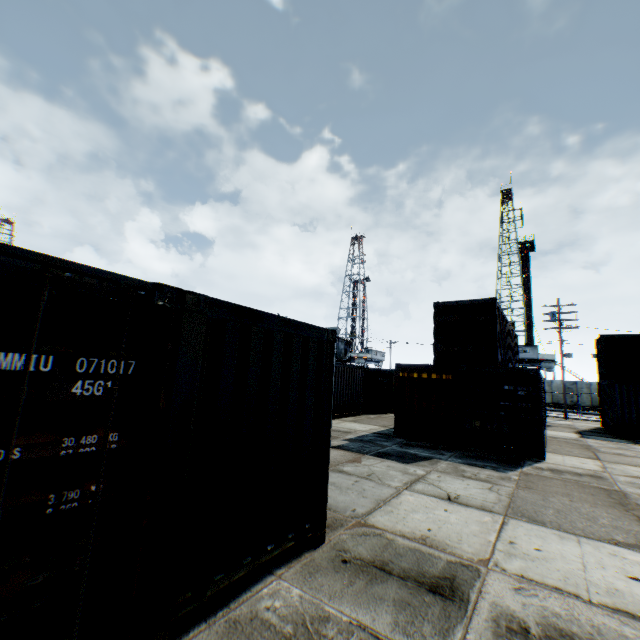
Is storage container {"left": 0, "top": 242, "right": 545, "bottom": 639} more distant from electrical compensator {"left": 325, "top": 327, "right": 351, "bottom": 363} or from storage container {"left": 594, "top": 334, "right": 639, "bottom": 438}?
electrical compensator {"left": 325, "top": 327, "right": 351, "bottom": 363}

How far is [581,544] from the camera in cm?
492

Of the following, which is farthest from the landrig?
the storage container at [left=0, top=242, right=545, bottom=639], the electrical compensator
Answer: the storage container at [left=0, top=242, right=545, bottom=639]

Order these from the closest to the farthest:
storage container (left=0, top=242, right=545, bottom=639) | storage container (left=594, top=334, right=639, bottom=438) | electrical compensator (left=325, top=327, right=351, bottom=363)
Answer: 1. storage container (left=0, top=242, right=545, bottom=639)
2. storage container (left=594, top=334, right=639, bottom=438)
3. electrical compensator (left=325, top=327, right=351, bottom=363)

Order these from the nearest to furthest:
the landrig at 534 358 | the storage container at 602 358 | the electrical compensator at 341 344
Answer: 1. the storage container at 602 358
2. the electrical compensator at 341 344
3. the landrig at 534 358

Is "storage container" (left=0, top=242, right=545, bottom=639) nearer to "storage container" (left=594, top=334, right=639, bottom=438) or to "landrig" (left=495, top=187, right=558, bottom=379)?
"storage container" (left=594, top=334, right=639, bottom=438)

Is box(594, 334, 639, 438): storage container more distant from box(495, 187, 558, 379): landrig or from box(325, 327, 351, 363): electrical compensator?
box(495, 187, 558, 379): landrig

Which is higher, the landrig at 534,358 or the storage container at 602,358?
the landrig at 534,358
